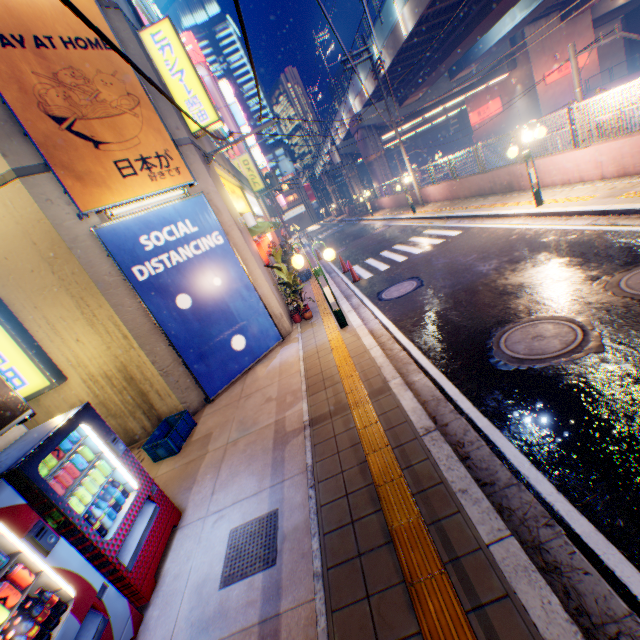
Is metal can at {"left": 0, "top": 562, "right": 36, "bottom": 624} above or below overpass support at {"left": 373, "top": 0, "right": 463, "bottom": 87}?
below

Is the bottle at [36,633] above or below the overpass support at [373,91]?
below

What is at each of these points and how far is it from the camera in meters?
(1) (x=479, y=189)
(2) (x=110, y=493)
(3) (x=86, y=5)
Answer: (1) concrete block, 15.1 m
(2) bottle, 3.9 m
(3) billboard, 6.6 m

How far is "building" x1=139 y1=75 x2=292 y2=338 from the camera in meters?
7.9

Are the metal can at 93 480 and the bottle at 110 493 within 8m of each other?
yes

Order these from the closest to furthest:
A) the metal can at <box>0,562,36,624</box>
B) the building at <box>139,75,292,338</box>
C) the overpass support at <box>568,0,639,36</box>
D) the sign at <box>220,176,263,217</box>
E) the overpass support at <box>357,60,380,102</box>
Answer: the metal can at <box>0,562,36,624</box> < the building at <box>139,75,292,338</box> < the sign at <box>220,176,263,217</box> < the overpass support at <box>357,60,380,102</box> < the overpass support at <box>568,0,639,36</box>

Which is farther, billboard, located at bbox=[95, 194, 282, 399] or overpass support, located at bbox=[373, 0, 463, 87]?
overpass support, located at bbox=[373, 0, 463, 87]

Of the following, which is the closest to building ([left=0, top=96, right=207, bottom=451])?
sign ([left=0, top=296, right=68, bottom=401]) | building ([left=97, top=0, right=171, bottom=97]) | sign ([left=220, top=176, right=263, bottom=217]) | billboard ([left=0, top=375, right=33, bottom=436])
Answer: sign ([left=0, top=296, right=68, bottom=401])
